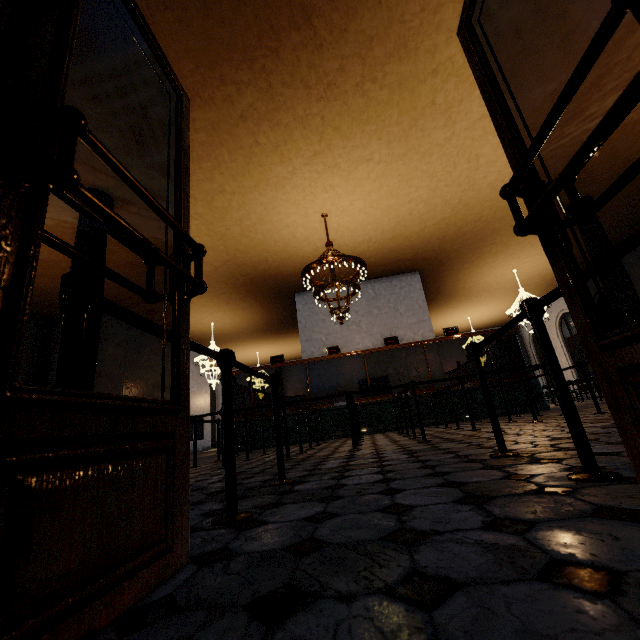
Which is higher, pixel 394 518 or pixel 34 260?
pixel 34 260
